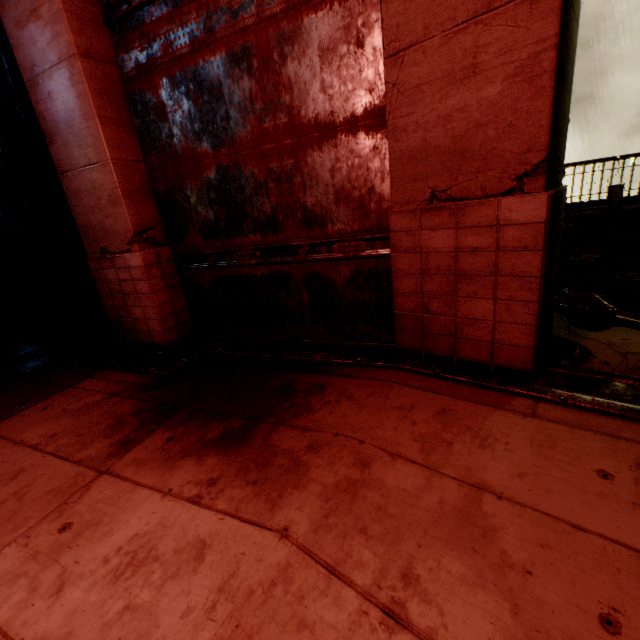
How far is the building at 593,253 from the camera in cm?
718

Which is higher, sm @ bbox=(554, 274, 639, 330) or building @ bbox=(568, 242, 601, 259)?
sm @ bbox=(554, 274, 639, 330)

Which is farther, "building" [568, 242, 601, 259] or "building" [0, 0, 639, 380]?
"building" [568, 242, 601, 259]

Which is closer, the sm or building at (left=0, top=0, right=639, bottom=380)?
building at (left=0, top=0, right=639, bottom=380)

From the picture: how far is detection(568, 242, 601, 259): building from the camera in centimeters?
718cm

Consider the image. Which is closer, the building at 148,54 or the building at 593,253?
the building at 148,54

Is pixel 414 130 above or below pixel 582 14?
below
